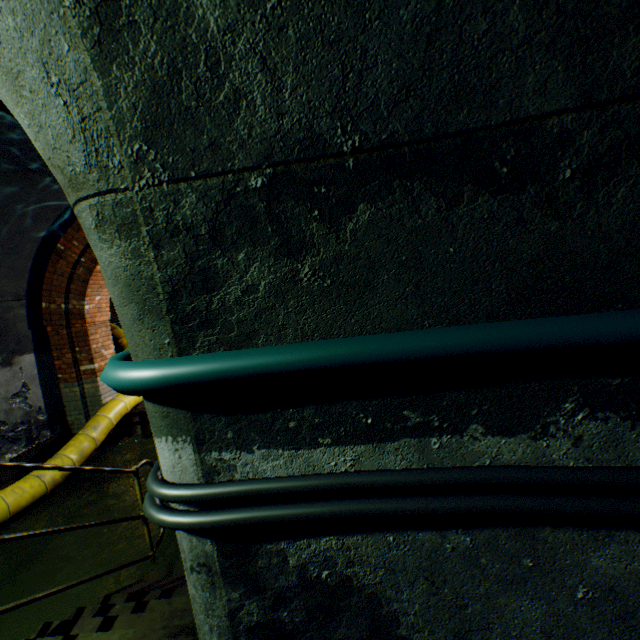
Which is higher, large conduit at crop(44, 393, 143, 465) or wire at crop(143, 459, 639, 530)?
wire at crop(143, 459, 639, 530)

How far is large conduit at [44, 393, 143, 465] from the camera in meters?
5.1 m

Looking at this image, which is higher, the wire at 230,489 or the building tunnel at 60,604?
the wire at 230,489

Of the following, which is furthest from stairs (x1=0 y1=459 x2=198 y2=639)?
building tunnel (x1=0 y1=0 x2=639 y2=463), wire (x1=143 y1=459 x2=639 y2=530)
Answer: wire (x1=143 y1=459 x2=639 y2=530)

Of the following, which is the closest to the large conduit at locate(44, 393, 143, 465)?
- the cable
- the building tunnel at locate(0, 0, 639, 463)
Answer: the building tunnel at locate(0, 0, 639, 463)

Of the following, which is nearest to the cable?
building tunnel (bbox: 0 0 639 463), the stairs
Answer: building tunnel (bbox: 0 0 639 463)

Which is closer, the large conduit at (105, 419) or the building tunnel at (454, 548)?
the building tunnel at (454, 548)

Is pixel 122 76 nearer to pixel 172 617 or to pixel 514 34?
pixel 514 34
